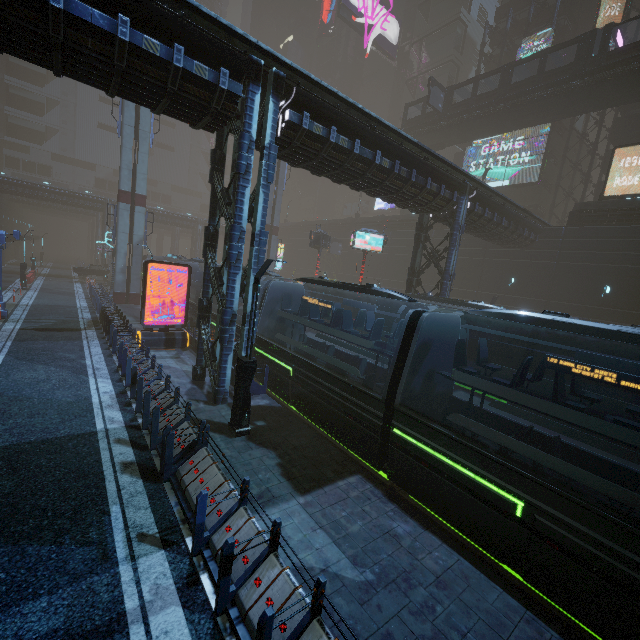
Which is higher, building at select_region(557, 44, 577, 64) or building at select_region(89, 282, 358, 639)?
building at select_region(557, 44, 577, 64)

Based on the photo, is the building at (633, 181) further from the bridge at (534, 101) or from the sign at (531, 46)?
the bridge at (534, 101)

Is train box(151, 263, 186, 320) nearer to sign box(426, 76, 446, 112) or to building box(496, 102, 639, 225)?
building box(496, 102, 639, 225)

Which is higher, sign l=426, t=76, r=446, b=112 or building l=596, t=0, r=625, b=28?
building l=596, t=0, r=625, b=28

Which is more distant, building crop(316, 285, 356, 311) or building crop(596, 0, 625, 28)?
building crop(316, 285, 356, 311)

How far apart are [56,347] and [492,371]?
19.2m

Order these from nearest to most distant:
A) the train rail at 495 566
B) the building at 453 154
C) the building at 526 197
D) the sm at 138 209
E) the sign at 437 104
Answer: the train rail at 495 566 < the building at 526 197 < the sm at 138 209 < the sign at 437 104 < the building at 453 154

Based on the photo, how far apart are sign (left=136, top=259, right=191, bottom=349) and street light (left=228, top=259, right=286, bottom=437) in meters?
9.6 m
